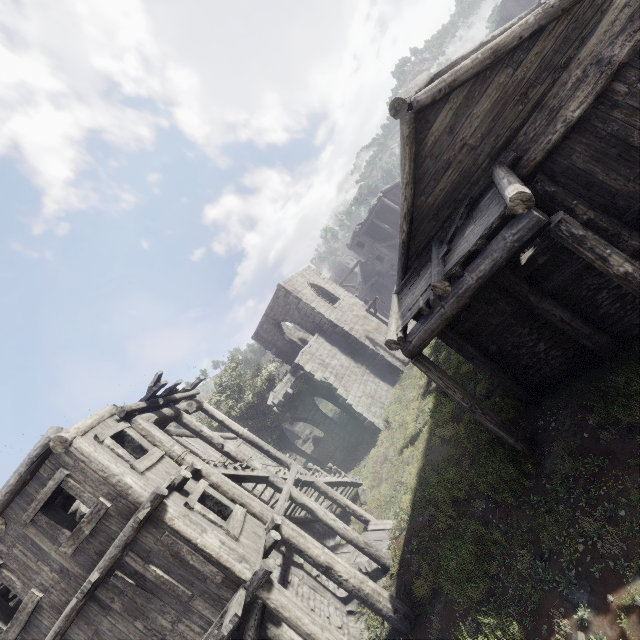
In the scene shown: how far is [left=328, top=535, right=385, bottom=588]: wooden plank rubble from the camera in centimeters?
1104cm

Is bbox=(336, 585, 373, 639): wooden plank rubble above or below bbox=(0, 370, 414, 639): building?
below

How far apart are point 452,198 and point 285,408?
16.9 meters

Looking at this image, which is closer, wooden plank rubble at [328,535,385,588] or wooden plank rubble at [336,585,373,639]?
wooden plank rubble at [336,585,373,639]

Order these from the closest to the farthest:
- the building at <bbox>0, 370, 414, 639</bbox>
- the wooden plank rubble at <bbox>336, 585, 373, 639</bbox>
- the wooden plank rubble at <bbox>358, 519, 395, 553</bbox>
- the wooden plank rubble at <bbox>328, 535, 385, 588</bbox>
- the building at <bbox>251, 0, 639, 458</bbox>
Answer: the building at <bbox>251, 0, 639, 458</bbox>
the building at <bbox>0, 370, 414, 639</bbox>
the wooden plank rubble at <bbox>336, 585, 373, 639</bbox>
the wooden plank rubble at <bbox>328, 535, 385, 588</bbox>
the wooden plank rubble at <bbox>358, 519, 395, 553</bbox>

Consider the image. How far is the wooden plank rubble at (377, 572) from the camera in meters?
11.0 m
